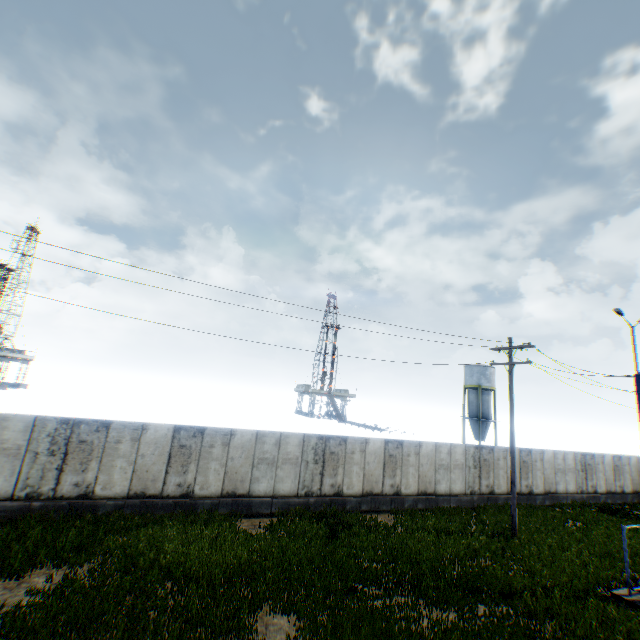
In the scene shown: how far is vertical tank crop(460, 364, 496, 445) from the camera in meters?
45.3

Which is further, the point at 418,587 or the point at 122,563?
the point at 418,587

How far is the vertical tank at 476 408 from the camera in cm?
4531
